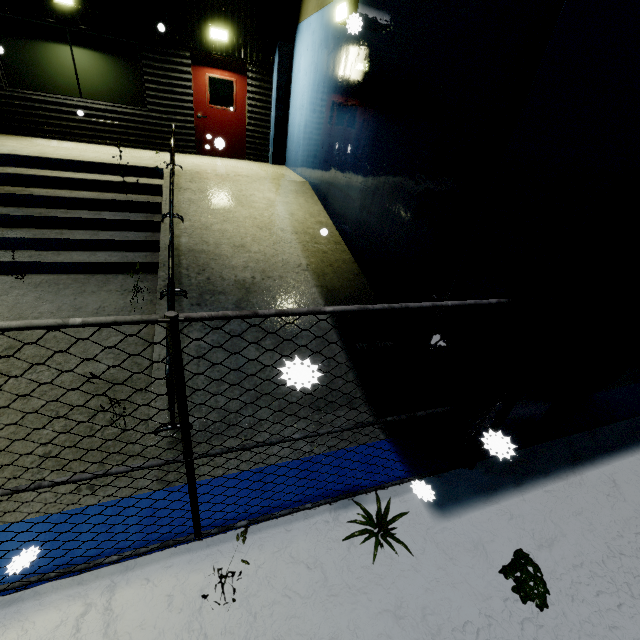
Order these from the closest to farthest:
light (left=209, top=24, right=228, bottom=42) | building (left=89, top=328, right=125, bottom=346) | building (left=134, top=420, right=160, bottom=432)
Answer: building (left=134, top=420, right=160, bottom=432) → building (left=89, top=328, right=125, bottom=346) → light (left=209, top=24, right=228, bottom=42)

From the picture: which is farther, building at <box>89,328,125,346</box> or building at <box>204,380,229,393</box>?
building at <box>89,328,125,346</box>

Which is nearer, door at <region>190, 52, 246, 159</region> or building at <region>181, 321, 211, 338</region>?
building at <region>181, 321, 211, 338</region>

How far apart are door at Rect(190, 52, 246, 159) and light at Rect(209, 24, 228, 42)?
0.3 meters

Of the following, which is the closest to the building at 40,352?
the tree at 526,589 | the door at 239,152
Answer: the door at 239,152

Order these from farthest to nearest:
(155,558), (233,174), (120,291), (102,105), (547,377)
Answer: (102,105) < (233,174) < (120,291) < (547,377) < (155,558)

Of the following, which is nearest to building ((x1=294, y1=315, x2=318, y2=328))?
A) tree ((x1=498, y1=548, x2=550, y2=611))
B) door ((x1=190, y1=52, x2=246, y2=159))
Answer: door ((x1=190, y1=52, x2=246, y2=159))

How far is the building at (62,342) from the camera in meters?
4.1 m
